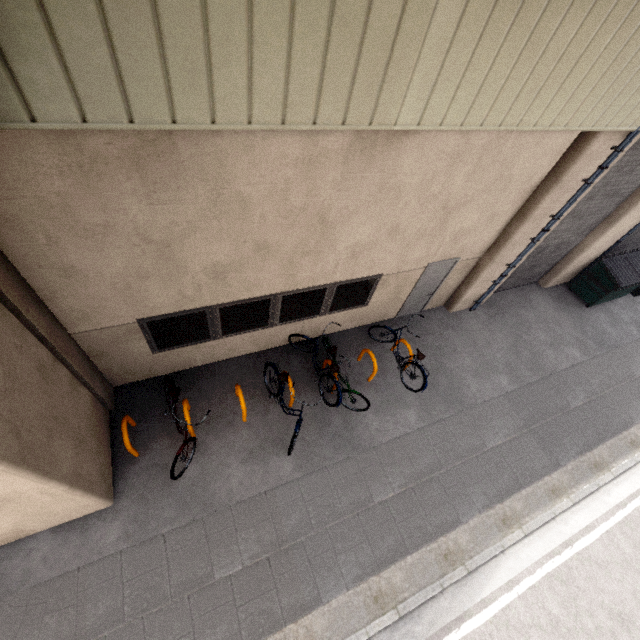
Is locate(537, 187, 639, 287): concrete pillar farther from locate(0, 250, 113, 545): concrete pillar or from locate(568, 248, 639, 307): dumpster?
locate(0, 250, 113, 545): concrete pillar

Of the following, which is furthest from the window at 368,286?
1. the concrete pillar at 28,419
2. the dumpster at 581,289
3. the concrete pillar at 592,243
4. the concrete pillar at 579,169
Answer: the dumpster at 581,289

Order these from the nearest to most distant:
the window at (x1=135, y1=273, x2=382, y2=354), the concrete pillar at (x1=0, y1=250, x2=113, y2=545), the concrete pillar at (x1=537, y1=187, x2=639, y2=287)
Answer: the concrete pillar at (x1=0, y1=250, x2=113, y2=545), the window at (x1=135, y1=273, x2=382, y2=354), the concrete pillar at (x1=537, y1=187, x2=639, y2=287)

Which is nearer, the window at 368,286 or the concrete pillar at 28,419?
the concrete pillar at 28,419

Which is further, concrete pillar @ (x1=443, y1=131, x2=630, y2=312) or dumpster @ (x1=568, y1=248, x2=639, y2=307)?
dumpster @ (x1=568, y1=248, x2=639, y2=307)

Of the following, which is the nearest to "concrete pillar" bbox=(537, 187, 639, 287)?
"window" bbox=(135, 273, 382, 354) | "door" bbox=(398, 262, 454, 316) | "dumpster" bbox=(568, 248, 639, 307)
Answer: "dumpster" bbox=(568, 248, 639, 307)

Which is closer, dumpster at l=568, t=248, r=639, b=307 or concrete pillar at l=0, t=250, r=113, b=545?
concrete pillar at l=0, t=250, r=113, b=545

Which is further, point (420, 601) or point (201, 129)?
point (420, 601)
